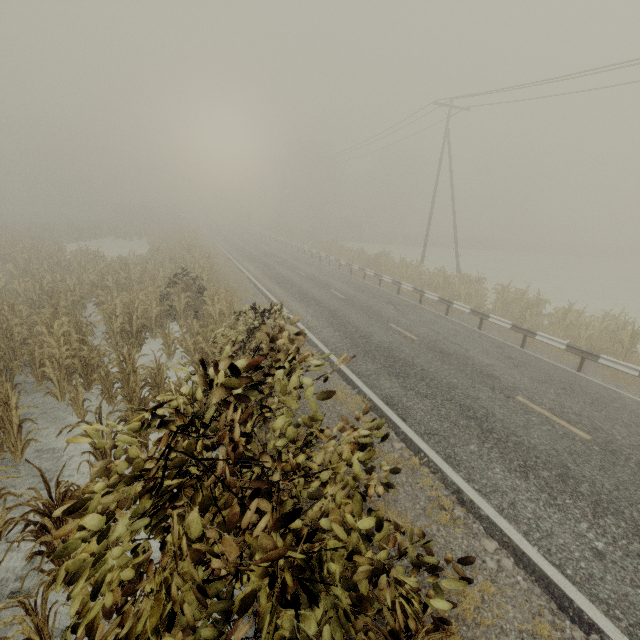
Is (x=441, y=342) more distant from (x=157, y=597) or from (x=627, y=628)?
(x=157, y=597)

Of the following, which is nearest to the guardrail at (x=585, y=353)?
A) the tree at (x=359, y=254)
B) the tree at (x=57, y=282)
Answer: the tree at (x=359, y=254)

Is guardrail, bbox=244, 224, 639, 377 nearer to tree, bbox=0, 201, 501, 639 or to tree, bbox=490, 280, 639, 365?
tree, bbox=490, 280, 639, 365

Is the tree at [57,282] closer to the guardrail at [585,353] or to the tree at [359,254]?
the tree at [359,254]

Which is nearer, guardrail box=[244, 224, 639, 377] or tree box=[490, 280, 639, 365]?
guardrail box=[244, 224, 639, 377]

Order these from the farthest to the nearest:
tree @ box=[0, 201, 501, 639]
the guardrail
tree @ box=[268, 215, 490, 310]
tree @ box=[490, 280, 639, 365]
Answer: tree @ box=[268, 215, 490, 310]
tree @ box=[490, 280, 639, 365]
the guardrail
tree @ box=[0, 201, 501, 639]
